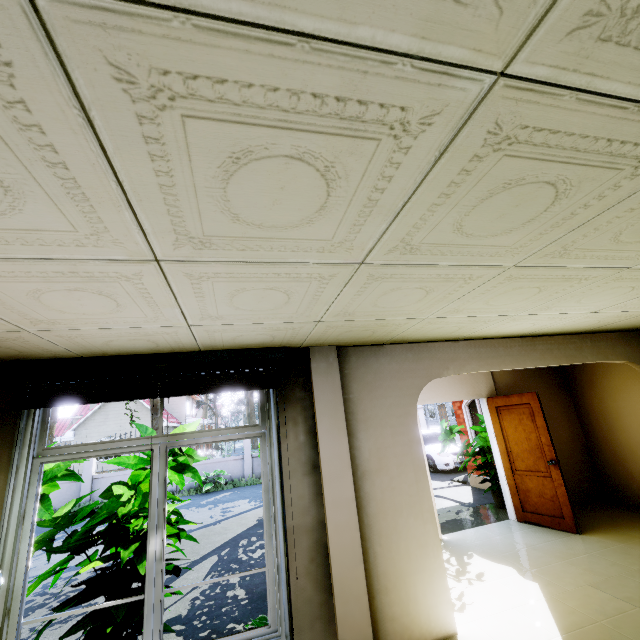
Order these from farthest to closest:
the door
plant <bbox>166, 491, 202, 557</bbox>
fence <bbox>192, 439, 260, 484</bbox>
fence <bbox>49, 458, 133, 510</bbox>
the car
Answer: fence <bbox>192, 439, 260, 484</bbox>, fence <bbox>49, 458, 133, 510</bbox>, the car, the door, plant <bbox>166, 491, 202, 557</bbox>

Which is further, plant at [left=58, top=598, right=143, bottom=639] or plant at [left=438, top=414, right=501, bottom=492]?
plant at [left=438, top=414, right=501, bottom=492]

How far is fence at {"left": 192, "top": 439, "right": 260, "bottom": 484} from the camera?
14.7 meters

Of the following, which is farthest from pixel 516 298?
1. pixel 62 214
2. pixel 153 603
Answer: pixel 153 603

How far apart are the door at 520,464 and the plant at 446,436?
0.46m

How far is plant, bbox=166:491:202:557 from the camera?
3.28m

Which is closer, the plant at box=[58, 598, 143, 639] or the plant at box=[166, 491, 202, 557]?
the plant at box=[58, 598, 143, 639]

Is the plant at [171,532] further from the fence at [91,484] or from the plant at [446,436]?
the fence at [91,484]
